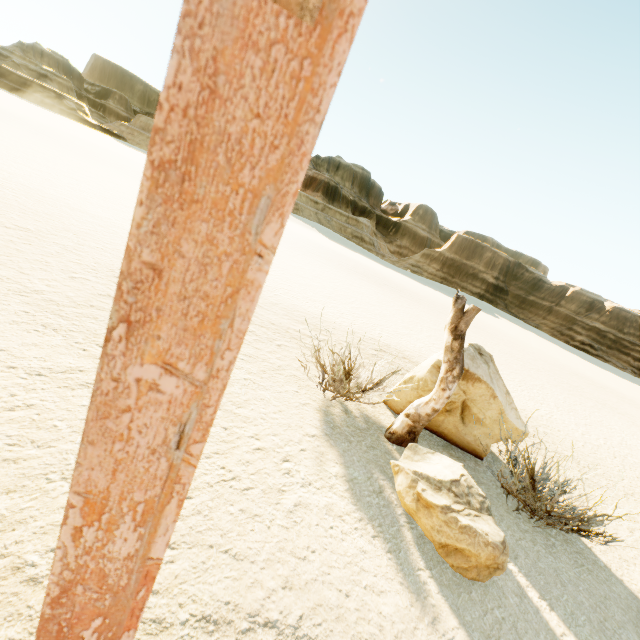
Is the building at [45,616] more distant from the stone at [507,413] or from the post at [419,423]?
the stone at [507,413]

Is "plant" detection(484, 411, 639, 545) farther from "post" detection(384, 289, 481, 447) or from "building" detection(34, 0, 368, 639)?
"building" detection(34, 0, 368, 639)

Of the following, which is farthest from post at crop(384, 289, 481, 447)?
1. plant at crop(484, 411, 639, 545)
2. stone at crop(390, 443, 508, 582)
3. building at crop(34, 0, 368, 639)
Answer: building at crop(34, 0, 368, 639)

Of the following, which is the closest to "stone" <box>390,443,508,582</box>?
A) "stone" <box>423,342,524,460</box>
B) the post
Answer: the post

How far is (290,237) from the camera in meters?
32.5 m

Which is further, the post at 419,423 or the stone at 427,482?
the post at 419,423

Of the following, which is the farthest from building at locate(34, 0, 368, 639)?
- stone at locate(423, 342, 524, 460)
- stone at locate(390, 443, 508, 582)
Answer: stone at locate(423, 342, 524, 460)

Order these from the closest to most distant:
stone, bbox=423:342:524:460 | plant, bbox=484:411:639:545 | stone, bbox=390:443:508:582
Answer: stone, bbox=390:443:508:582
plant, bbox=484:411:639:545
stone, bbox=423:342:524:460
